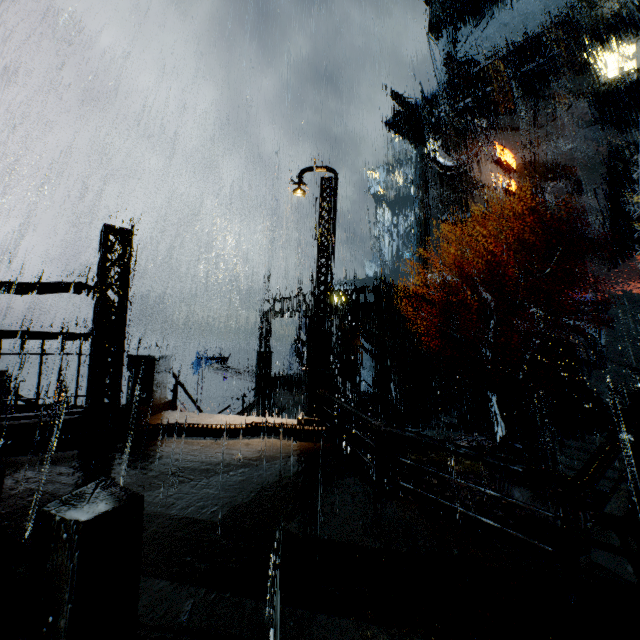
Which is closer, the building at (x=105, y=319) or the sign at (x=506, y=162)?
the building at (x=105, y=319)

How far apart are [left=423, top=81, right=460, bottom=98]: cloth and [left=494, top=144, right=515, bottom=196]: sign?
9.83m

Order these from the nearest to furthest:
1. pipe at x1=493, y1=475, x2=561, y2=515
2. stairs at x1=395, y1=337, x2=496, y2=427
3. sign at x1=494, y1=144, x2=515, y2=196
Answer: pipe at x1=493, y1=475, x2=561, y2=515 → stairs at x1=395, y1=337, x2=496, y2=427 → sign at x1=494, y1=144, x2=515, y2=196

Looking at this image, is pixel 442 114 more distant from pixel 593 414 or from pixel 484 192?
pixel 593 414

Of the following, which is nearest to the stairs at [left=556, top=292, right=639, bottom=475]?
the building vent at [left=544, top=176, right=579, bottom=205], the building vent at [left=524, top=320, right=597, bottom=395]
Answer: the building vent at [left=524, top=320, right=597, bottom=395]

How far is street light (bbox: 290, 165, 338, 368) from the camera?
8.85m

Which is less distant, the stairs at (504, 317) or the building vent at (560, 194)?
the stairs at (504, 317)

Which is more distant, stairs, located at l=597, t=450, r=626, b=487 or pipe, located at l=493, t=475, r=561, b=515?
stairs, located at l=597, t=450, r=626, b=487
